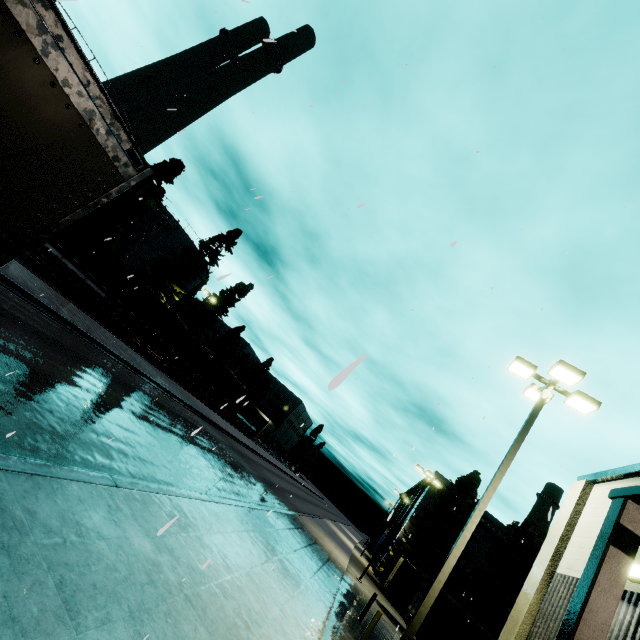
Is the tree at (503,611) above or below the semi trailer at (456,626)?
above

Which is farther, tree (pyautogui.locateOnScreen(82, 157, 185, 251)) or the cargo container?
tree (pyautogui.locateOnScreen(82, 157, 185, 251))

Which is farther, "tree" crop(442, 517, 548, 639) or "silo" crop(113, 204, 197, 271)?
"silo" crop(113, 204, 197, 271)

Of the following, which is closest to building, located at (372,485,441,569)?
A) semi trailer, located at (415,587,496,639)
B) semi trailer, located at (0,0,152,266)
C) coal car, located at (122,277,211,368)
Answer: semi trailer, located at (415,587,496,639)

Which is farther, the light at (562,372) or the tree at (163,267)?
the tree at (163,267)

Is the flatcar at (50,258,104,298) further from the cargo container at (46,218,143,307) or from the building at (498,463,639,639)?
the building at (498,463,639,639)

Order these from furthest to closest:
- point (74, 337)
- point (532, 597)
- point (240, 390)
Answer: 1. point (240, 390)
2. point (74, 337)
3. point (532, 597)

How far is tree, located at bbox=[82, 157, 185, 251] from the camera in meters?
31.5
